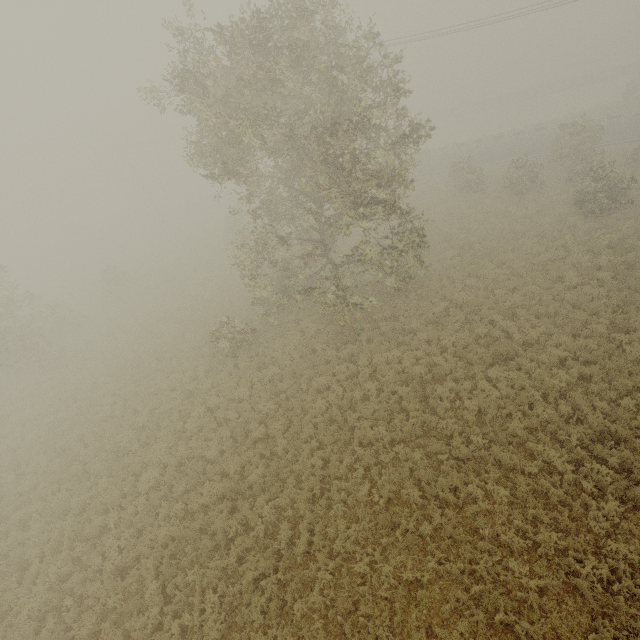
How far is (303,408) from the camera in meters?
14.1
